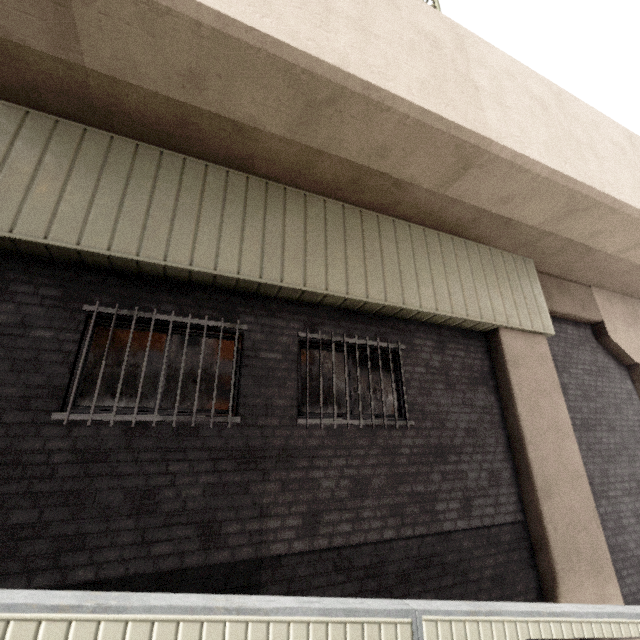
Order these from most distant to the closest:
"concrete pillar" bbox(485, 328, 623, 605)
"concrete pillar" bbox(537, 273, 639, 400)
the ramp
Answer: "concrete pillar" bbox(537, 273, 639, 400) → "concrete pillar" bbox(485, 328, 623, 605) → the ramp

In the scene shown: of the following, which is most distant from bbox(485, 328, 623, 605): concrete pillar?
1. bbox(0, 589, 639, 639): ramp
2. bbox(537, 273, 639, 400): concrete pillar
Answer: bbox(0, 589, 639, 639): ramp

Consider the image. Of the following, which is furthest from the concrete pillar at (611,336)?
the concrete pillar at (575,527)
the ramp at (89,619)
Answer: the ramp at (89,619)

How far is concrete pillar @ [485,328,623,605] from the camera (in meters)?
4.79

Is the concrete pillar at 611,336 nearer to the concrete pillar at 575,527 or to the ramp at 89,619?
the concrete pillar at 575,527

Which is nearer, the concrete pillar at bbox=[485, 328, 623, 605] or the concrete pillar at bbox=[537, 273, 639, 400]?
the concrete pillar at bbox=[485, 328, 623, 605]

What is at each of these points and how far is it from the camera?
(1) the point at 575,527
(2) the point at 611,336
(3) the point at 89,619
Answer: (1) concrete pillar, 5.1m
(2) concrete pillar, 8.0m
(3) ramp, 1.9m
